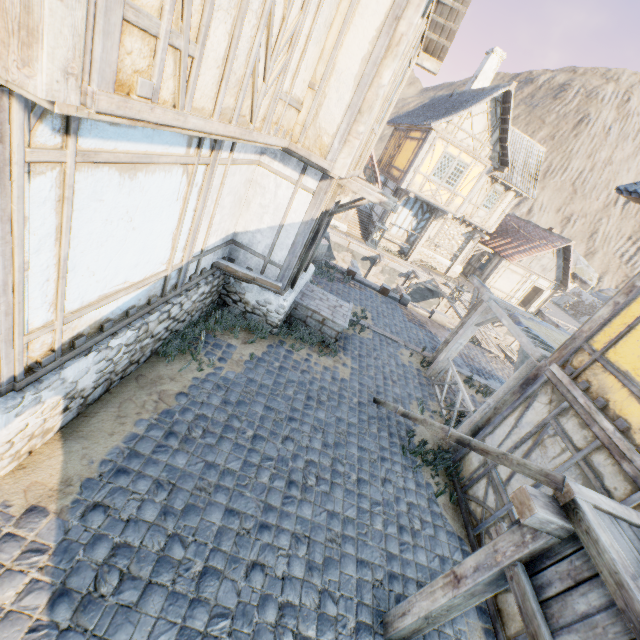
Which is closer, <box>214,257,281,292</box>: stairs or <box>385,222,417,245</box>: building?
<box>214,257,281,292</box>: stairs

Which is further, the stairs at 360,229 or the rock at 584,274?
the rock at 584,274

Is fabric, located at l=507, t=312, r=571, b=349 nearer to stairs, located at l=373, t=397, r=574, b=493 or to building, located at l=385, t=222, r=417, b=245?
stairs, located at l=373, t=397, r=574, b=493

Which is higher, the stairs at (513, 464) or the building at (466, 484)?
the stairs at (513, 464)

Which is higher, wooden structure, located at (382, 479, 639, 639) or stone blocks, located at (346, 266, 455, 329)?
wooden structure, located at (382, 479, 639, 639)

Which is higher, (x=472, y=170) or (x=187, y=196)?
(x=472, y=170)

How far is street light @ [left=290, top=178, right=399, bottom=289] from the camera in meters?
6.9

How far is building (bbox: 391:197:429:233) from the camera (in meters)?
20.45
